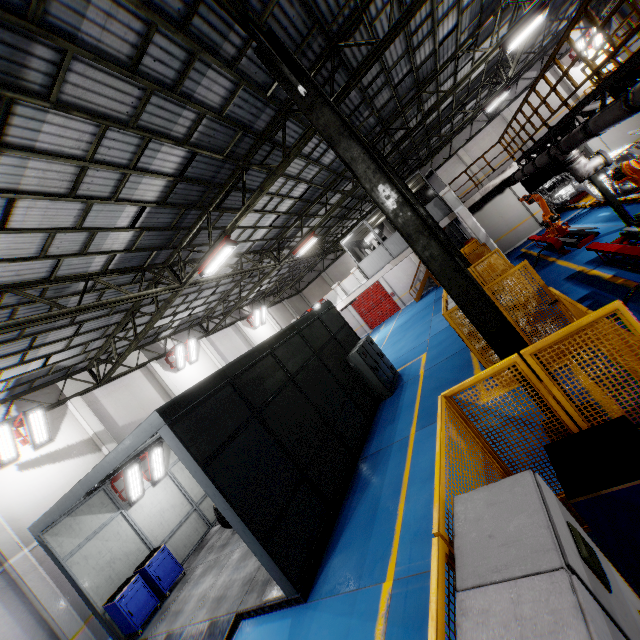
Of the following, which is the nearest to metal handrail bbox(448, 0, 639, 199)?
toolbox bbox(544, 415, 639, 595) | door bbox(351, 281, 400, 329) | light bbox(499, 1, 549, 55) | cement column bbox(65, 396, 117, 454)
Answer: light bbox(499, 1, 549, 55)

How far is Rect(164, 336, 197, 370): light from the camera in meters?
18.1 m

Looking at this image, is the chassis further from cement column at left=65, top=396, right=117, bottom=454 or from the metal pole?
cement column at left=65, top=396, right=117, bottom=454

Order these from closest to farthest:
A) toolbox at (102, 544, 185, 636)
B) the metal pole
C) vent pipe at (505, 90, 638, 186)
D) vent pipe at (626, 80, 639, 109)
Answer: the metal pole < vent pipe at (626, 80, 639, 109) < vent pipe at (505, 90, 638, 186) < toolbox at (102, 544, 185, 636)

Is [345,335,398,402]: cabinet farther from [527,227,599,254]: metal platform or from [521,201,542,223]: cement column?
[521,201,542,223]: cement column

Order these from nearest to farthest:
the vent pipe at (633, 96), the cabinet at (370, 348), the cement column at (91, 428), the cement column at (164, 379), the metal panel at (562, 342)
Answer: the metal panel at (562, 342) < the vent pipe at (633, 96) < the cabinet at (370, 348) < the cement column at (91, 428) < the cement column at (164, 379)

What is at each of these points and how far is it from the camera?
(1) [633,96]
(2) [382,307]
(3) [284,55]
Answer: (1) vent pipe, 5.80m
(2) door, 32.69m
(3) metal pole, 5.05m

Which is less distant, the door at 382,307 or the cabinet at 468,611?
the cabinet at 468,611
